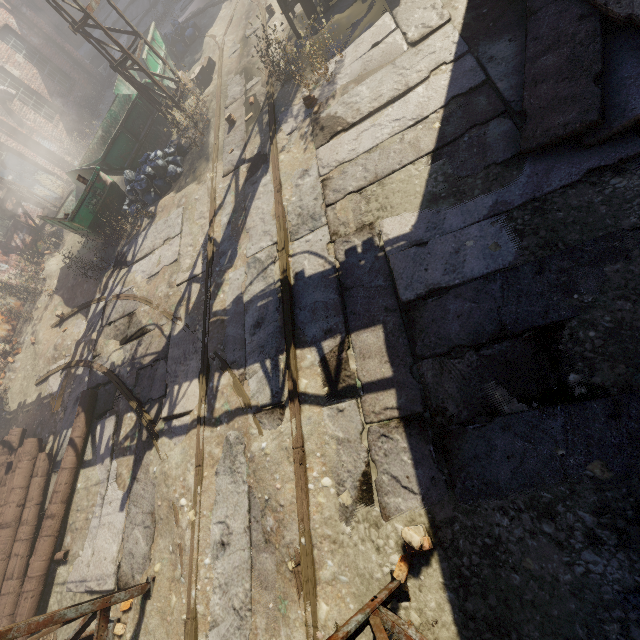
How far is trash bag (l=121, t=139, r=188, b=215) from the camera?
9.12m

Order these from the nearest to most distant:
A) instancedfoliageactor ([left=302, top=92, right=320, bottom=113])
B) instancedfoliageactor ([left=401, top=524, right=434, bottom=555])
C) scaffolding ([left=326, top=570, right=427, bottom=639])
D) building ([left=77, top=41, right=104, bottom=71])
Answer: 1. scaffolding ([left=326, top=570, right=427, bottom=639])
2. instancedfoliageactor ([left=401, top=524, right=434, bottom=555])
3. instancedfoliageactor ([left=302, top=92, right=320, bottom=113])
4. building ([left=77, top=41, right=104, bottom=71])

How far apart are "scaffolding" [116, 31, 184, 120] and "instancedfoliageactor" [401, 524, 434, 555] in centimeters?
1137cm

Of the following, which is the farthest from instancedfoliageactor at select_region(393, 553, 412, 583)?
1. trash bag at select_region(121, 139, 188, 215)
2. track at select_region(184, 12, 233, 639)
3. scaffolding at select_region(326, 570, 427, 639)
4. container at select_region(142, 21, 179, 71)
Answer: container at select_region(142, 21, 179, 71)

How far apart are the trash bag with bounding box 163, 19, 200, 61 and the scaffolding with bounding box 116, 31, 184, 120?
4.6m

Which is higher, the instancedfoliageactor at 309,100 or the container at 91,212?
the container at 91,212

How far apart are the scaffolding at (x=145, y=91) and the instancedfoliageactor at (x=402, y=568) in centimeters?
1137cm

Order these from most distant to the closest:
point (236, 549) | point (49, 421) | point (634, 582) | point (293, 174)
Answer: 1. point (49, 421)
2. point (293, 174)
3. point (236, 549)
4. point (634, 582)
